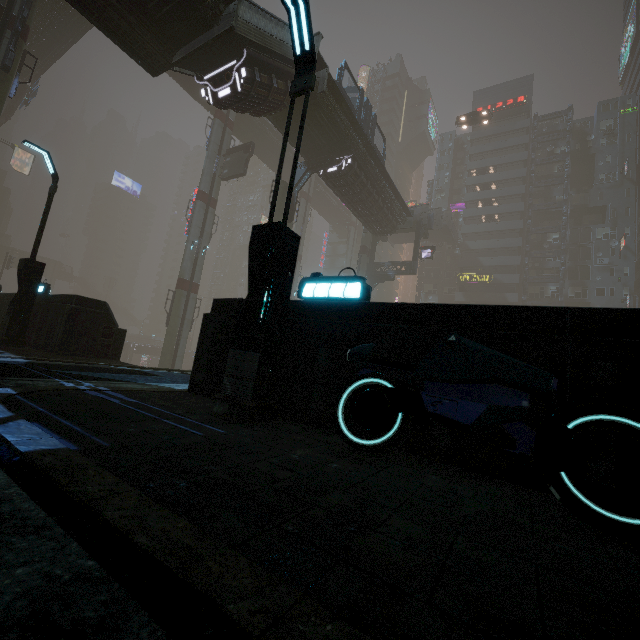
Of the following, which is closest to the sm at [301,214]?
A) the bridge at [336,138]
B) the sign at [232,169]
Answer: the bridge at [336,138]

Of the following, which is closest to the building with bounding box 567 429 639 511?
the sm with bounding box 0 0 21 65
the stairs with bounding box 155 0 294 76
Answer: the sm with bounding box 0 0 21 65

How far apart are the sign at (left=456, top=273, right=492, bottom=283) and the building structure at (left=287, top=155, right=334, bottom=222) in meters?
36.5 m

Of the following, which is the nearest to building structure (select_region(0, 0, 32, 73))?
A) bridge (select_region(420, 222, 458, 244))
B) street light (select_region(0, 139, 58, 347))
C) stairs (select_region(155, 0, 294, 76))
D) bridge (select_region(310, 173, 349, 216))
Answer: bridge (select_region(310, 173, 349, 216))

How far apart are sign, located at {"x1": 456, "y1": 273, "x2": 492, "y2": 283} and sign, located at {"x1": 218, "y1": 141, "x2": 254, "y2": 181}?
38.0 meters

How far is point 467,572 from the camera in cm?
164

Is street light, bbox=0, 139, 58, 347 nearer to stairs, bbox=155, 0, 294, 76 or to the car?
stairs, bbox=155, 0, 294, 76

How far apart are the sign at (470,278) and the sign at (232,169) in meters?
38.0 m
